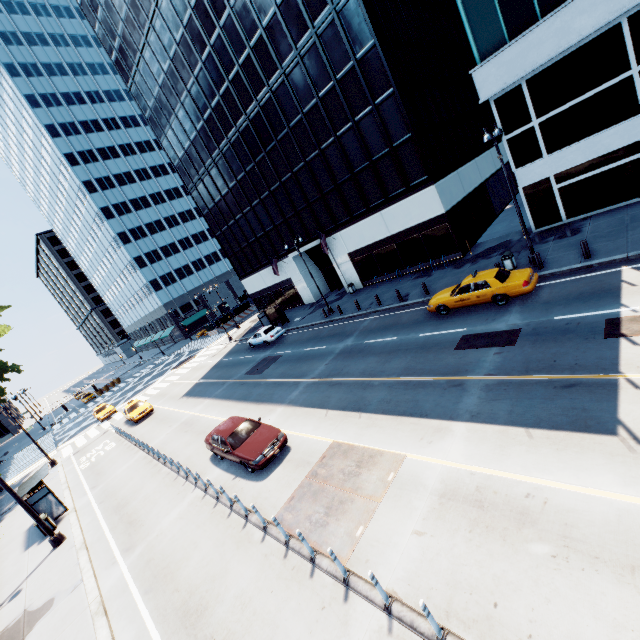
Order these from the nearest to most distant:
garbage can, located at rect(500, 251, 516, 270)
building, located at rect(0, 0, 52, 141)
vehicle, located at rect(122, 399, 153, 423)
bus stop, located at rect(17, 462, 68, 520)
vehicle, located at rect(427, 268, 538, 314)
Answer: vehicle, located at rect(427, 268, 538, 314) < bus stop, located at rect(17, 462, 68, 520) < garbage can, located at rect(500, 251, 516, 270) < vehicle, located at rect(122, 399, 153, 423) < building, located at rect(0, 0, 52, 141)

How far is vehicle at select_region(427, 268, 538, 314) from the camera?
14.7m

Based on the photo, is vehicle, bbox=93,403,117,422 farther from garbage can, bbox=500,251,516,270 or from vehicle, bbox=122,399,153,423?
garbage can, bbox=500,251,516,270

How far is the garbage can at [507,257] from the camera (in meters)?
17.84

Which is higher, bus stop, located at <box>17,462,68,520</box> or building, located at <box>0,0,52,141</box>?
building, located at <box>0,0,52,141</box>

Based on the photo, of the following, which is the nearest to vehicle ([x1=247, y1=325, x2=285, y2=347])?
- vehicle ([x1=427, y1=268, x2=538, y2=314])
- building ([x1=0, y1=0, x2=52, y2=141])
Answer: vehicle ([x1=427, y1=268, x2=538, y2=314])

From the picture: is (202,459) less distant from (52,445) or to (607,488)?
(607,488)

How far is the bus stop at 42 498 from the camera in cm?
1716
